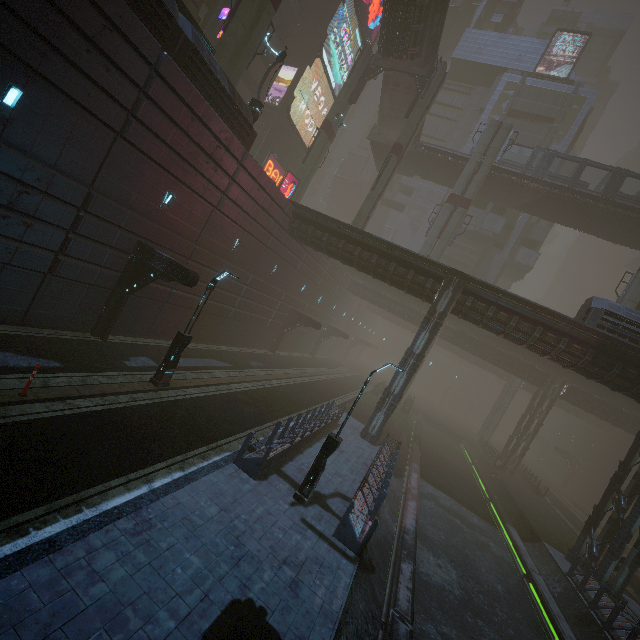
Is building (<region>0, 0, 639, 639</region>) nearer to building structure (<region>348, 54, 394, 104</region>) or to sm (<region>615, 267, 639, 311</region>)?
building structure (<region>348, 54, 394, 104</region>)

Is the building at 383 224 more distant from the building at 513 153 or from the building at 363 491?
the building at 513 153

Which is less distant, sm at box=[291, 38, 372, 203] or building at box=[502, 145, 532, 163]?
sm at box=[291, 38, 372, 203]

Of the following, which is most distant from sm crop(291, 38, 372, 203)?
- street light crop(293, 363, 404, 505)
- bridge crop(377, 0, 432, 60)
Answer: street light crop(293, 363, 404, 505)

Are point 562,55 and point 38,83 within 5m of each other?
no

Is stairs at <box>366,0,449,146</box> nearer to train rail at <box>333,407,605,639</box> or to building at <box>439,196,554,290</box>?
building at <box>439,196,554,290</box>

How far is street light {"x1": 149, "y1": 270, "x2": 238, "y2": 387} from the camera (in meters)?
13.27

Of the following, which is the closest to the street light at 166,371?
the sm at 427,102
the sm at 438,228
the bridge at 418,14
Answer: the sm at 427,102
